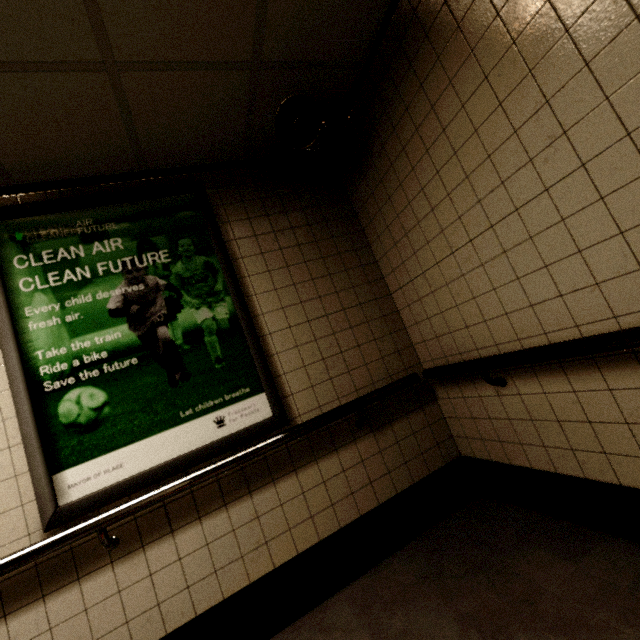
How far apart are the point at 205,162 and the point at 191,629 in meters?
2.8

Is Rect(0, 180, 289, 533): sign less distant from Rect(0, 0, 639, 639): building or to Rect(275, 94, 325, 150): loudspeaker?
Rect(0, 0, 639, 639): building

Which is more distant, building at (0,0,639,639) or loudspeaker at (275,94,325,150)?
loudspeaker at (275,94,325,150)

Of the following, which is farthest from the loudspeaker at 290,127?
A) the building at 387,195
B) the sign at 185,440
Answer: the sign at 185,440

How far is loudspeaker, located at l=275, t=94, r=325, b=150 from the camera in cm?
193

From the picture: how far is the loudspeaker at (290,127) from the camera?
1.9m

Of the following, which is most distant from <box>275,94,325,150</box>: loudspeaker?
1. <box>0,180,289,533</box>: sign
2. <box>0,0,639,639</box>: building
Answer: <box>0,180,289,533</box>: sign
